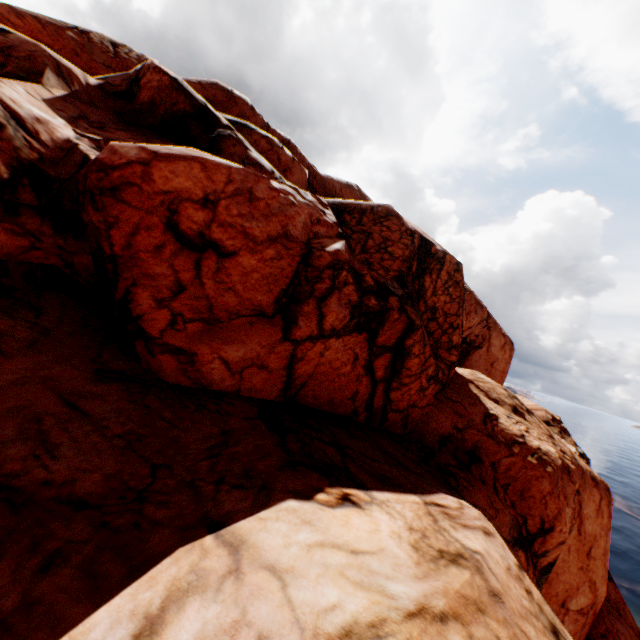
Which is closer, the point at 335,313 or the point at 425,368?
the point at 335,313
